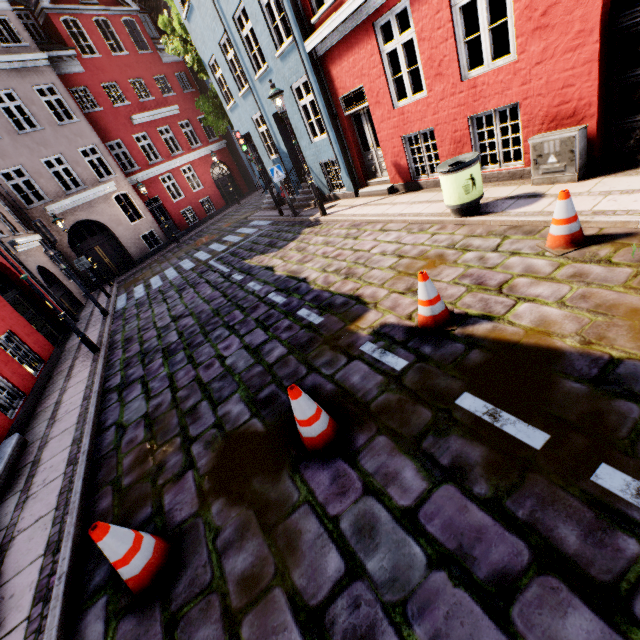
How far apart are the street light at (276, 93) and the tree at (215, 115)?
10.4m

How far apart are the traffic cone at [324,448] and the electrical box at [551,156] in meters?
5.8

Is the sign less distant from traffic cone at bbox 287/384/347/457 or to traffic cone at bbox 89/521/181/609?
traffic cone at bbox 287/384/347/457

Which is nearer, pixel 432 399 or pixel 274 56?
pixel 432 399

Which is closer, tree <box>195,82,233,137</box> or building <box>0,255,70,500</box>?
building <box>0,255,70,500</box>

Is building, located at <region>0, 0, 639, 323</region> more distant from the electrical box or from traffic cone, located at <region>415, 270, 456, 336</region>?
traffic cone, located at <region>415, 270, 456, 336</region>

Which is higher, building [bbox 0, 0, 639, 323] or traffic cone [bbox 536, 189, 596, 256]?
building [bbox 0, 0, 639, 323]

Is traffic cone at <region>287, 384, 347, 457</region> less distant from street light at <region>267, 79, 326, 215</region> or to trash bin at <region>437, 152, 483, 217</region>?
trash bin at <region>437, 152, 483, 217</region>
